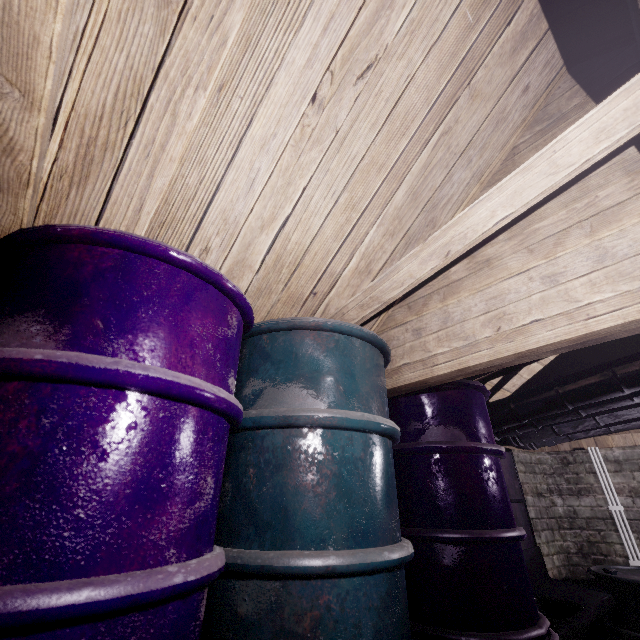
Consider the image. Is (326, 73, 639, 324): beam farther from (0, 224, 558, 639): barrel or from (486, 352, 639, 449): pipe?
(486, 352, 639, 449): pipe

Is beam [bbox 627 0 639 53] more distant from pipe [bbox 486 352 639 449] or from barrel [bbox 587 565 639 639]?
barrel [bbox 587 565 639 639]

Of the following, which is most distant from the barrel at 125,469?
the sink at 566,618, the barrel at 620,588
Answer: the barrel at 620,588

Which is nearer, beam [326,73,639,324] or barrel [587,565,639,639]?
beam [326,73,639,324]

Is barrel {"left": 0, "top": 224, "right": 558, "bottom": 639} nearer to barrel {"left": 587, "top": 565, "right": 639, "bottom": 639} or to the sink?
the sink

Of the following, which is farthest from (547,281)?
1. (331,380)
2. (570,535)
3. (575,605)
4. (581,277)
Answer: (570,535)

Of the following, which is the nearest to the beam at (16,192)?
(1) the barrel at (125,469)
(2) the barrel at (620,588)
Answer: (1) the barrel at (125,469)

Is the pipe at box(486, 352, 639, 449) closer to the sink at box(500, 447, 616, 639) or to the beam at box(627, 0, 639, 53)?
the sink at box(500, 447, 616, 639)
